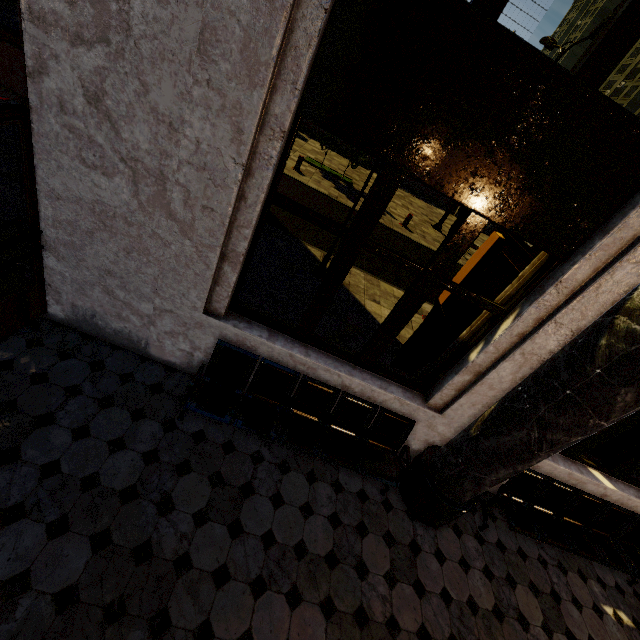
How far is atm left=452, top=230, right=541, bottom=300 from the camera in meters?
3.7

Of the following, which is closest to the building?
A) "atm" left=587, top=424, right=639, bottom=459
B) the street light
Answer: A: "atm" left=587, top=424, right=639, bottom=459

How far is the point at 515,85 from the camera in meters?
2.2 m

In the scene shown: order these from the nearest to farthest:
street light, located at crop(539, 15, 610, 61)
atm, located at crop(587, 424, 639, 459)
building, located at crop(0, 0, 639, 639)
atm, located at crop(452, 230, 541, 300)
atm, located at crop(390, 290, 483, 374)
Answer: building, located at crop(0, 0, 639, 639) < atm, located at crop(452, 230, 541, 300) < atm, located at crop(390, 290, 483, 374) < atm, located at crop(587, 424, 639, 459) < street light, located at crop(539, 15, 610, 61)

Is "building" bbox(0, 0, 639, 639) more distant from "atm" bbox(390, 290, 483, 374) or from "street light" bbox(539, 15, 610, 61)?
"street light" bbox(539, 15, 610, 61)

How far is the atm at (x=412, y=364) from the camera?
4.3m

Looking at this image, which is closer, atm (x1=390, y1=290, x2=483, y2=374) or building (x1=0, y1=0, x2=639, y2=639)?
building (x1=0, y1=0, x2=639, y2=639)
